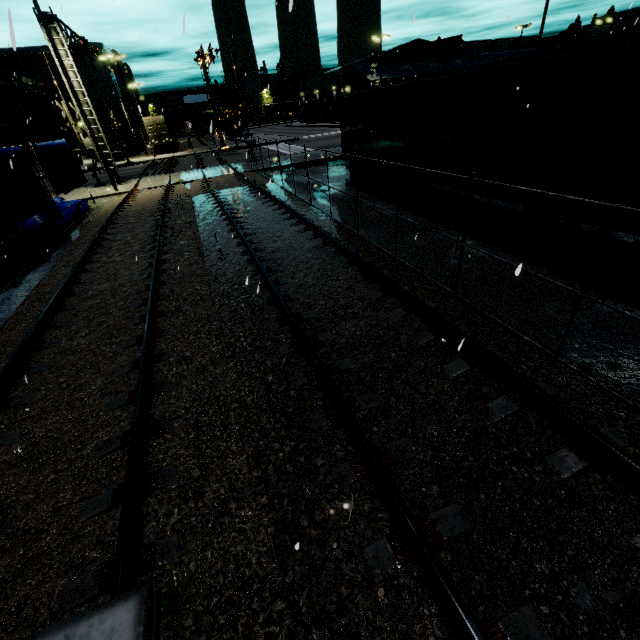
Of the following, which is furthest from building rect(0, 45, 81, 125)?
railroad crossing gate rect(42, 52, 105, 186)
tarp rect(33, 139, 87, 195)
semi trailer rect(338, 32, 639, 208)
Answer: railroad crossing gate rect(42, 52, 105, 186)

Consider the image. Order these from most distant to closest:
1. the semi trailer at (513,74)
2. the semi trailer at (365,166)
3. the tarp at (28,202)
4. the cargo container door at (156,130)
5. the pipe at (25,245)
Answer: the cargo container door at (156,130) < the semi trailer at (365,166) < the pipe at (25,245) < the tarp at (28,202) < the semi trailer at (513,74)

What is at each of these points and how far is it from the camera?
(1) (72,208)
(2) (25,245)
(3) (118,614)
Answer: (1) tarp, 15.59m
(2) pipe, 11.45m
(3) flatcar, 1.34m

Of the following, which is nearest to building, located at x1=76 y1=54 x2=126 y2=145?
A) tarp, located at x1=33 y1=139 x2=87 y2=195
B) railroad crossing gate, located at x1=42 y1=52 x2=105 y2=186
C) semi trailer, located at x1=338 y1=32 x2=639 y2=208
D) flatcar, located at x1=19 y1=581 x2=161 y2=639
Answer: semi trailer, located at x1=338 y1=32 x2=639 y2=208

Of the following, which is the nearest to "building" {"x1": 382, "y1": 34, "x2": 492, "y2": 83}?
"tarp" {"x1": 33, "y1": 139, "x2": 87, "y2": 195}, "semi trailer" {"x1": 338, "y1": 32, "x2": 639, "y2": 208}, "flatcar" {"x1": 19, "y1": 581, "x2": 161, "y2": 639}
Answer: "semi trailer" {"x1": 338, "y1": 32, "x2": 639, "y2": 208}

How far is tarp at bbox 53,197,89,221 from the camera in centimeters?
1498cm

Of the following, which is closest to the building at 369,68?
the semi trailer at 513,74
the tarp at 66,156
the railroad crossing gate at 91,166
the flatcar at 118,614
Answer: the semi trailer at 513,74

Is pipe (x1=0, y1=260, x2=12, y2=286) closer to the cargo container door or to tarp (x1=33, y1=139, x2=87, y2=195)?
tarp (x1=33, y1=139, x2=87, y2=195)
